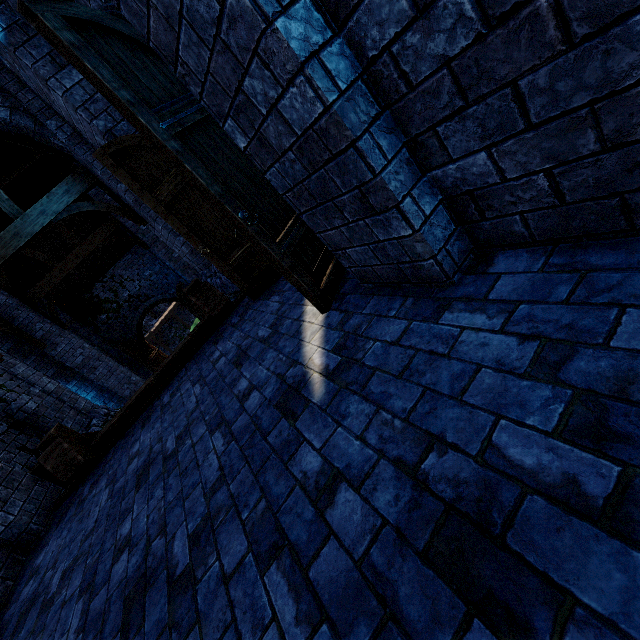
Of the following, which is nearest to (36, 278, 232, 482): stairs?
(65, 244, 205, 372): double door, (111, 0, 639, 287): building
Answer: (111, 0, 639, 287): building

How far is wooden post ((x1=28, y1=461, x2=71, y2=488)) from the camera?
5.02m

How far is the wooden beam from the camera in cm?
450

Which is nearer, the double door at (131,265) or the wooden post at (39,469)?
the wooden post at (39,469)

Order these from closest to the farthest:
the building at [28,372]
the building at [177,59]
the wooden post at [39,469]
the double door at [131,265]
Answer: the building at [177,59], the building at [28,372], the wooden post at [39,469], the double door at [131,265]

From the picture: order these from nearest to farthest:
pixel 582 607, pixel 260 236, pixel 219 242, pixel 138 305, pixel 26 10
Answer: pixel 582 607
pixel 26 10
pixel 260 236
pixel 219 242
pixel 138 305

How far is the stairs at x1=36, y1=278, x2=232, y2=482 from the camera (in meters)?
4.43

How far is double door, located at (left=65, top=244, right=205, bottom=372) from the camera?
14.60m
